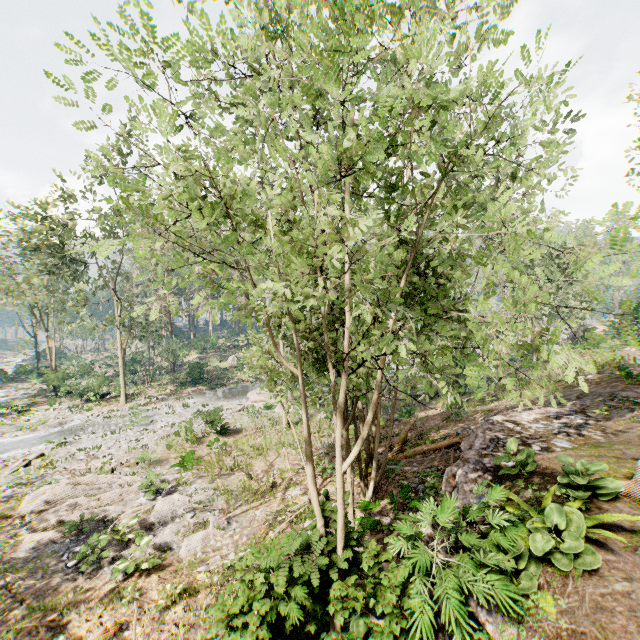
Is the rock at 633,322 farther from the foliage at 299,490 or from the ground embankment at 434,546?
the ground embankment at 434,546

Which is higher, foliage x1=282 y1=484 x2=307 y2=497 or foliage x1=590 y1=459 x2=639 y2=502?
foliage x1=590 y1=459 x2=639 y2=502

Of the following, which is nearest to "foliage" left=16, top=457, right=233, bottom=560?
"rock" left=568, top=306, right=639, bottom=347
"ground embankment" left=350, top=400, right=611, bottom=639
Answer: "ground embankment" left=350, top=400, right=611, bottom=639

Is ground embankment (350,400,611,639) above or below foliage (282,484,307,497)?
above

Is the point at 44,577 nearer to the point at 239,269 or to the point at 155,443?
the point at 155,443

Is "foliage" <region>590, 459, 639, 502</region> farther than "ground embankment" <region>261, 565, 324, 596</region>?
Yes

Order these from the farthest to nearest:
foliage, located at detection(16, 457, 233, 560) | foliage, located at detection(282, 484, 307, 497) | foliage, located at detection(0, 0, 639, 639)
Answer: foliage, located at detection(282, 484, 307, 497) < foliage, located at detection(16, 457, 233, 560) < foliage, located at detection(0, 0, 639, 639)

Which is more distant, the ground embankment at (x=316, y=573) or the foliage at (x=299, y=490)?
the foliage at (x=299, y=490)
